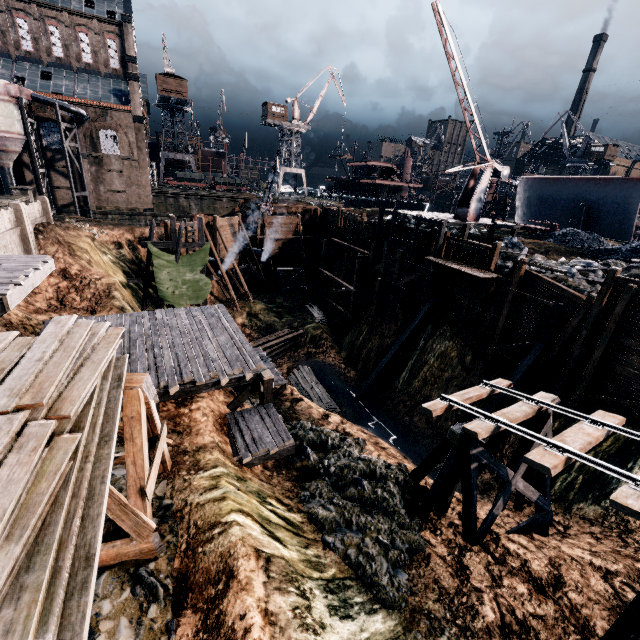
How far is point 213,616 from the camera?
6.11m

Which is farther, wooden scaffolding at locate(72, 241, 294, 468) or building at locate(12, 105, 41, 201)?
building at locate(12, 105, 41, 201)

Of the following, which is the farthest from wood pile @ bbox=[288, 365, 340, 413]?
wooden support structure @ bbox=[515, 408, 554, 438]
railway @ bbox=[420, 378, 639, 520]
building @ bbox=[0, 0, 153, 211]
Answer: building @ bbox=[0, 0, 153, 211]

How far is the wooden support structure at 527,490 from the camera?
11.5m

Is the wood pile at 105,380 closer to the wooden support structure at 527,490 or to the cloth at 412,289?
the wooden support structure at 527,490

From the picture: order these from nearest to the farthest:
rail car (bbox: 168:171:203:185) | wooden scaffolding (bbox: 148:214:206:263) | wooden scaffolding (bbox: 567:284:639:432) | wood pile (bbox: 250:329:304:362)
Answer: wooden scaffolding (bbox: 567:284:639:432), wooden scaffolding (bbox: 148:214:206:263), wood pile (bbox: 250:329:304:362), rail car (bbox: 168:171:203:185)

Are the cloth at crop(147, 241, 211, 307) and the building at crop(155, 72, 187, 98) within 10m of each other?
no

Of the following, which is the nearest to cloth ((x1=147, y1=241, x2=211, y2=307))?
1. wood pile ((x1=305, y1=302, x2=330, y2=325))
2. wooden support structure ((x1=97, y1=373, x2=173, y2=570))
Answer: wood pile ((x1=305, y1=302, x2=330, y2=325))
